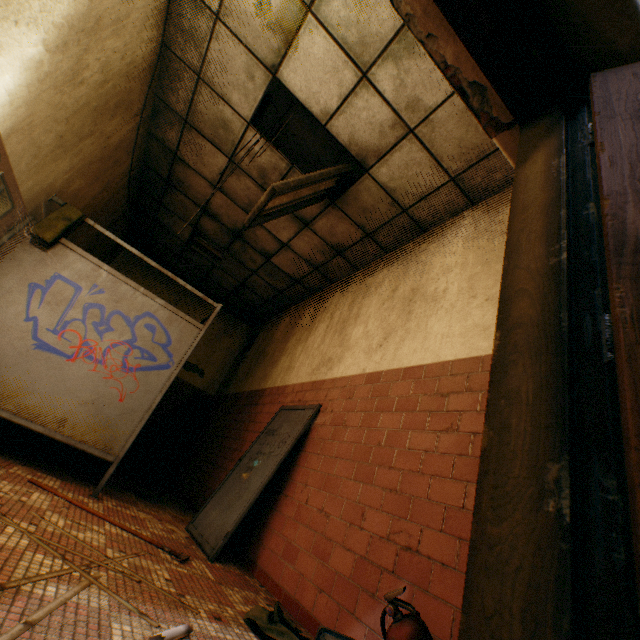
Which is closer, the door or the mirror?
the door

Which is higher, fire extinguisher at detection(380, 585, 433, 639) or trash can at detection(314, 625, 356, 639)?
fire extinguisher at detection(380, 585, 433, 639)

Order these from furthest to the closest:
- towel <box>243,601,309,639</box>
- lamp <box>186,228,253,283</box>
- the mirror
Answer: lamp <box>186,228,253,283</box> < the mirror < towel <box>243,601,309,639</box>

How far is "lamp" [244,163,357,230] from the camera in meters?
2.9 m

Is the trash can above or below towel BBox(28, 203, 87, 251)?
below

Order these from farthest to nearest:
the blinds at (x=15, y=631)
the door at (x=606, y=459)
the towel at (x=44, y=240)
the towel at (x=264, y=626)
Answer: the towel at (x=44, y=240), the towel at (x=264, y=626), the blinds at (x=15, y=631), the door at (x=606, y=459)

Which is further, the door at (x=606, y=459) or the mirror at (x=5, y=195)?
the mirror at (x=5, y=195)

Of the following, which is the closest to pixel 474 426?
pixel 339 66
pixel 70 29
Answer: pixel 339 66
